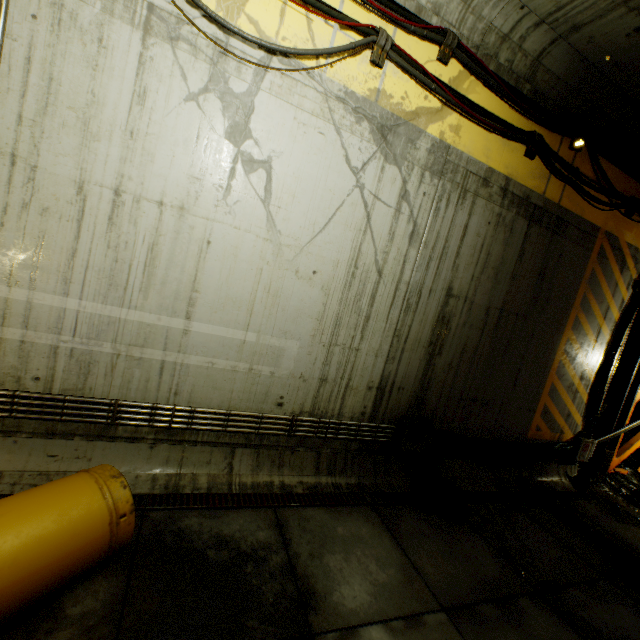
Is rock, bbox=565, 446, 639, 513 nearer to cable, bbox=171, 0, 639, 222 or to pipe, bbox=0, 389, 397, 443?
cable, bbox=171, 0, 639, 222

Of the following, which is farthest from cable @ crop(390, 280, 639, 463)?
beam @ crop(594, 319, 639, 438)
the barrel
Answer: the barrel

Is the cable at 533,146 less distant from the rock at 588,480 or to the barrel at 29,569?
the rock at 588,480

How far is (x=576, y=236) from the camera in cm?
604

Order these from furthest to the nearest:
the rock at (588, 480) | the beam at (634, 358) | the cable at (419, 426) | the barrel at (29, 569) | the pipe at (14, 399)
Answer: the beam at (634, 358)
the rock at (588, 480)
the cable at (419, 426)
the pipe at (14, 399)
the barrel at (29, 569)

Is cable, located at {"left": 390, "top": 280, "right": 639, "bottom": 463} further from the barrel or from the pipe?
the barrel

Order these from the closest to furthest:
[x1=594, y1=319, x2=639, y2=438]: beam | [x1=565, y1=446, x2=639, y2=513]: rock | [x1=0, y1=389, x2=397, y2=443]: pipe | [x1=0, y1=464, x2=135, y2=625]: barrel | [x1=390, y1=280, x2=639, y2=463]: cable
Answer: [x1=0, y1=464, x2=135, y2=625]: barrel → [x1=0, y1=389, x2=397, y2=443]: pipe → [x1=390, y1=280, x2=639, y2=463]: cable → [x1=565, y1=446, x2=639, y2=513]: rock → [x1=594, y1=319, x2=639, y2=438]: beam
